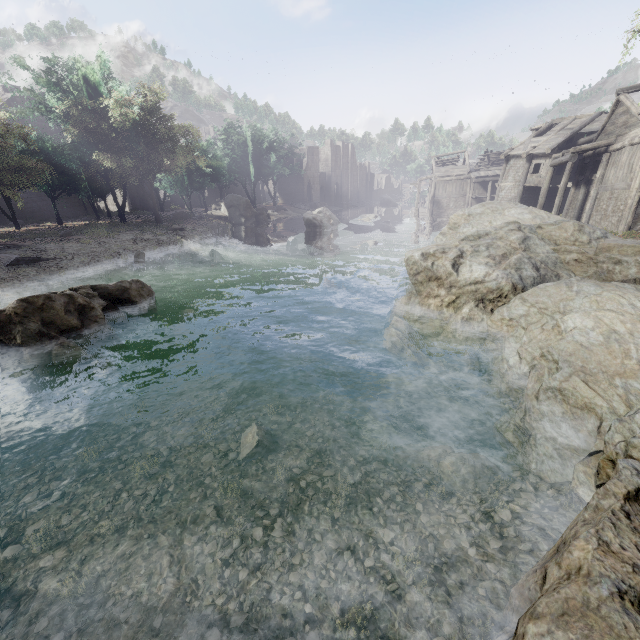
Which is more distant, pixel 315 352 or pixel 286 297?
pixel 286 297

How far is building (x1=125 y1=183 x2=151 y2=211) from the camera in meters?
44.8

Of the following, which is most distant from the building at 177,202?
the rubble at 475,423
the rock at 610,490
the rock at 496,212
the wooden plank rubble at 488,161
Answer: the rubble at 475,423

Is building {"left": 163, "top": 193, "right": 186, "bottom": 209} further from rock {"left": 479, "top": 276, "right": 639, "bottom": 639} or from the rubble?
the rubble

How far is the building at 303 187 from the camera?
58.91m

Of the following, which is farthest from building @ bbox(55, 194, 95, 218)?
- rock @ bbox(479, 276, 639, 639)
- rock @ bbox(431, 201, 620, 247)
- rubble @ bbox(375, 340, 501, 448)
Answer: rubble @ bbox(375, 340, 501, 448)

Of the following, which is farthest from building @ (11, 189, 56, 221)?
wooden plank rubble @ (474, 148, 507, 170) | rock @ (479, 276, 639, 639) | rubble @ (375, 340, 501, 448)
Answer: rubble @ (375, 340, 501, 448)
